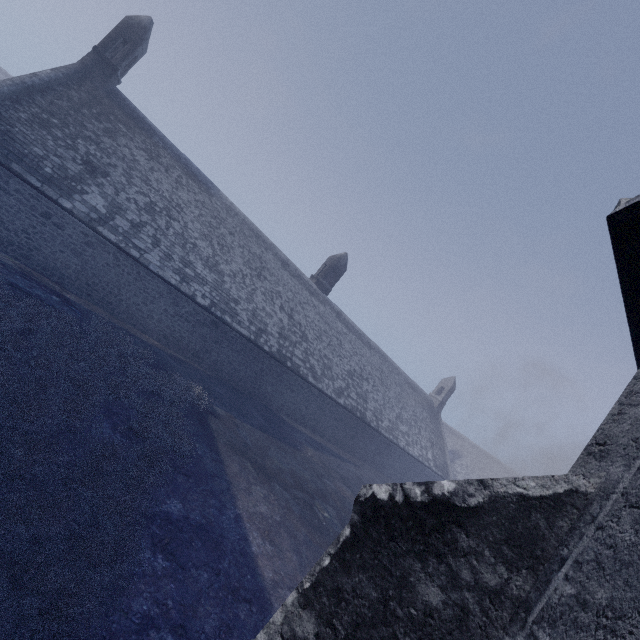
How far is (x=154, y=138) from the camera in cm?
1867
